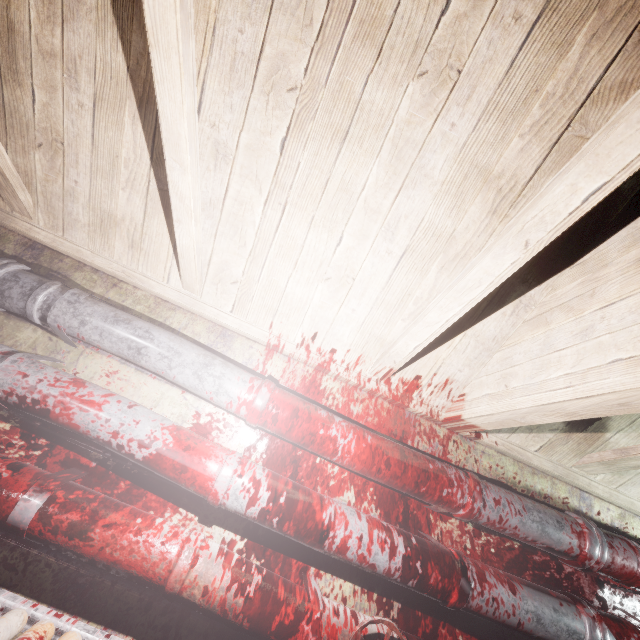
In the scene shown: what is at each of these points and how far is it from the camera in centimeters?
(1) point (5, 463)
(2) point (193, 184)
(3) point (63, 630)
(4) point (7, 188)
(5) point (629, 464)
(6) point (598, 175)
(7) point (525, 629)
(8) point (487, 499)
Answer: (1) pipe, 116cm
(2) beam, 111cm
(3) table, 99cm
(4) beam, 148cm
(5) beam, 152cm
(6) beam, 70cm
(7) pipe, 129cm
(8) pipe, 143cm

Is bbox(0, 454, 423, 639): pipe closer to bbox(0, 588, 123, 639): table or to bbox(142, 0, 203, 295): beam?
bbox(0, 588, 123, 639): table

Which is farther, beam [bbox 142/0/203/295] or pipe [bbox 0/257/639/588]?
pipe [bbox 0/257/639/588]

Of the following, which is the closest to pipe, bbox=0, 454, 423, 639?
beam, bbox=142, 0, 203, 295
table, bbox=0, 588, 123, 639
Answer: table, bbox=0, 588, 123, 639

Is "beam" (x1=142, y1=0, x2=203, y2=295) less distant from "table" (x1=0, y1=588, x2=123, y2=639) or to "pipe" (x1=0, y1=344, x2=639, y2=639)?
"pipe" (x1=0, y1=344, x2=639, y2=639)

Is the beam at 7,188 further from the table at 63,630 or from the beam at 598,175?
the table at 63,630

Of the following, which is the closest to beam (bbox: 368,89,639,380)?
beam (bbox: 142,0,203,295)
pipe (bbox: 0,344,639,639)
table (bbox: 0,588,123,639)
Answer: beam (bbox: 142,0,203,295)

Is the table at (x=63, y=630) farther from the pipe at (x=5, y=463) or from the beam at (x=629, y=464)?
the beam at (x=629, y=464)
